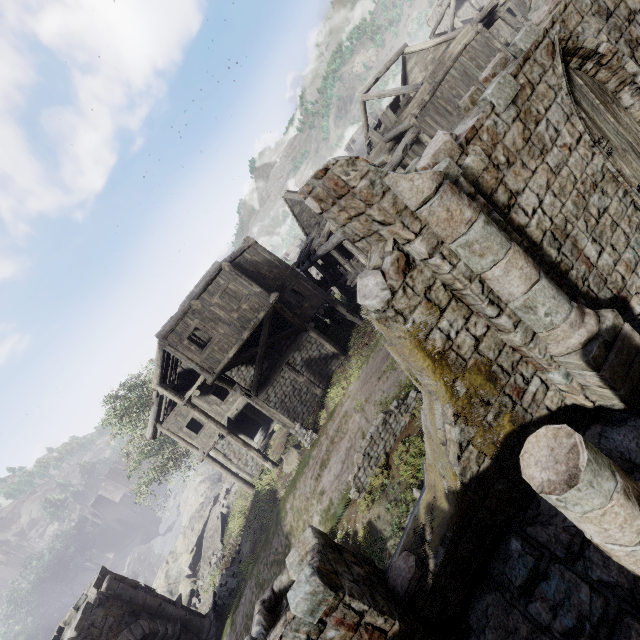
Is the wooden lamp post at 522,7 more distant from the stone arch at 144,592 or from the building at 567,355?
the stone arch at 144,592

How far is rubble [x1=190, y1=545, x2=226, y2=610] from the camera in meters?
17.8

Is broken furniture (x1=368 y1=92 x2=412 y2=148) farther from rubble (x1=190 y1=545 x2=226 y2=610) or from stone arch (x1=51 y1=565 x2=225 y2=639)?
rubble (x1=190 y1=545 x2=226 y2=610)

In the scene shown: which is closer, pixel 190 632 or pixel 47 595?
pixel 190 632

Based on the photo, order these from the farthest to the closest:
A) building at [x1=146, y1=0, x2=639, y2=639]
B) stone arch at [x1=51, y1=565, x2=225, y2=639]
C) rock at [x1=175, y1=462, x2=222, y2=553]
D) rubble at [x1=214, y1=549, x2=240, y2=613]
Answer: rock at [x1=175, y1=462, x2=222, y2=553] < rubble at [x1=214, y1=549, x2=240, y2=613] < stone arch at [x1=51, y1=565, x2=225, y2=639] < building at [x1=146, y1=0, x2=639, y2=639]

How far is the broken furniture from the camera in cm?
1848

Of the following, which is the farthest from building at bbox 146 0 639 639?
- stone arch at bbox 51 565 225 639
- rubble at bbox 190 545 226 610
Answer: rubble at bbox 190 545 226 610

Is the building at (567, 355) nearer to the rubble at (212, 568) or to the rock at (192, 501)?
the rock at (192, 501)
